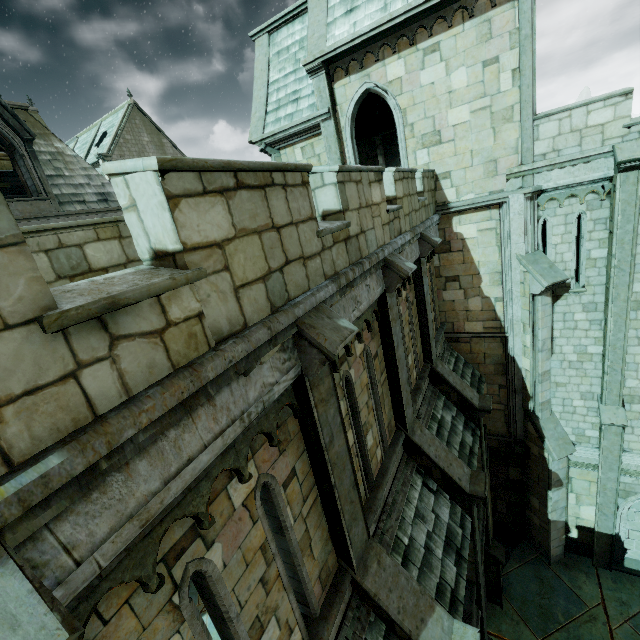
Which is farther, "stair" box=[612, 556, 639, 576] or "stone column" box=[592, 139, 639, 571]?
"stair" box=[612, 556, 639, 576]

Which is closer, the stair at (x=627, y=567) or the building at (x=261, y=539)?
the building at (x=261, y=539)

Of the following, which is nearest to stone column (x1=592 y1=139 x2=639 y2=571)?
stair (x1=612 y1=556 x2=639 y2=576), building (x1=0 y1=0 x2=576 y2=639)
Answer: stair (x1=612 y1=556 x2=639 y2=576)

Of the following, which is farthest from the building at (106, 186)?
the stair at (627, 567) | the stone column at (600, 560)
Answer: the stair at (627, 567)

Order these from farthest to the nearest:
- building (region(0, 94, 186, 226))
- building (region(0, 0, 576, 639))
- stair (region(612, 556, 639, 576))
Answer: building (region(0, 94, 186, 226)) → stair (region(612, 556, 639, 576)) → building (region(0, 0, 576, 639))

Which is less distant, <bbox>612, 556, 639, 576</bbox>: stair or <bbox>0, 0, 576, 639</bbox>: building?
<bbox>0, 0, 576, 639</bbox>: building

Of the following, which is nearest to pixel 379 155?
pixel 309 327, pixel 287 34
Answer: pixel 287 34

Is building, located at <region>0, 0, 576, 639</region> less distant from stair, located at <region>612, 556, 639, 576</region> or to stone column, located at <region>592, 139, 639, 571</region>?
stone column, located at <region>592, 139, 639, 571</region>
